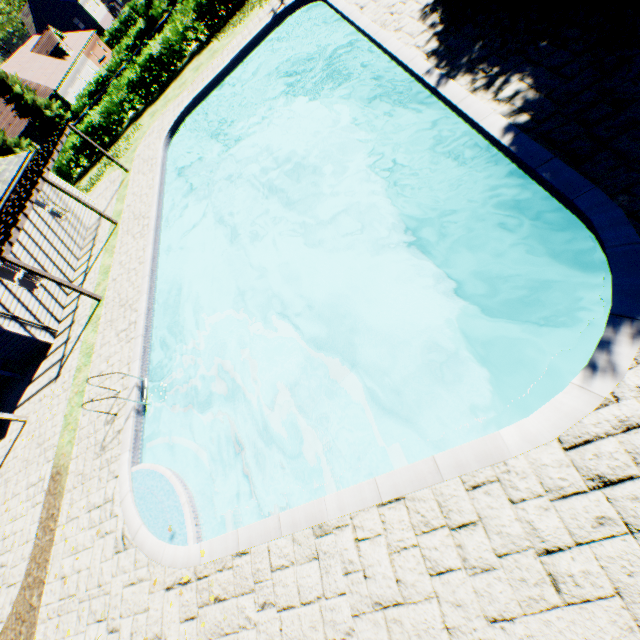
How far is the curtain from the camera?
13.6m

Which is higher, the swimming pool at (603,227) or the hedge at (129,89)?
the hedge at (129,89)

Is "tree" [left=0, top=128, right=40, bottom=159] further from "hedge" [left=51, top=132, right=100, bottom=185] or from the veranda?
the veranda

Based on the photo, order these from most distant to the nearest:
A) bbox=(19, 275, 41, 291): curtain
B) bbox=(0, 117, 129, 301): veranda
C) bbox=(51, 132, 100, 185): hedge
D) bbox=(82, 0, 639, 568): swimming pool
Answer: bbox=(51, 132, 100, 185): hedge, bbox=(19, 275, 41, 291): curtain, bbox=(0, 117, 129, 301): veranda, bbox=(82, 0, 639, 568): swimming pool

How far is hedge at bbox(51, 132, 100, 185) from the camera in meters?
23.5

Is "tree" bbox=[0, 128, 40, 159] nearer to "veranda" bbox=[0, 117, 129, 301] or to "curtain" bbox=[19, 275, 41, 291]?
"veranda" bbox=[0, 117, 129, 301]

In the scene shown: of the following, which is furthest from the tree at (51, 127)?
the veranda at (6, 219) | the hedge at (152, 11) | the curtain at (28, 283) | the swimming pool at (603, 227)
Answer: the curtain at (28, 283)

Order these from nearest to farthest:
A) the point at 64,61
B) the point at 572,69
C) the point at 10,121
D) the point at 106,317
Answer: the point at 572,69 → the point at 106,317 → the point at 10,121 → the point at 64,61
